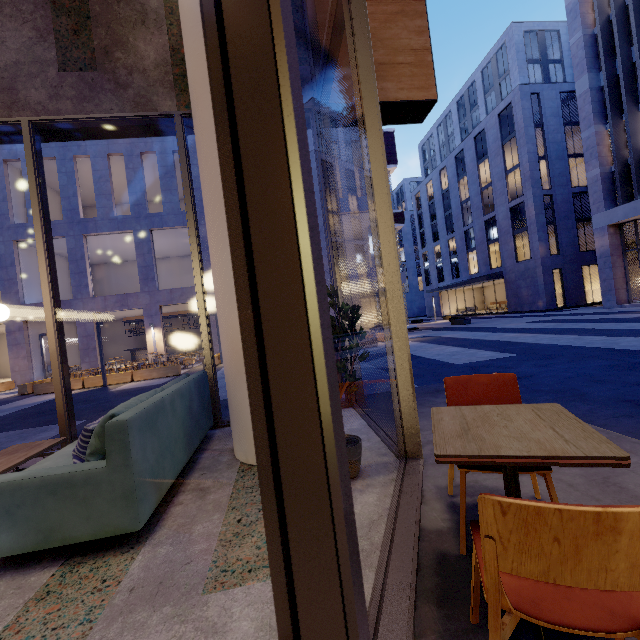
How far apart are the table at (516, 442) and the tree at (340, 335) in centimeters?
76cm

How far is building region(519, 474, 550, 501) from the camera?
2.14m

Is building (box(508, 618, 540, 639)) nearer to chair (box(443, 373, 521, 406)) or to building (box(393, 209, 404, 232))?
chair (box(443, 373, 521, 406))

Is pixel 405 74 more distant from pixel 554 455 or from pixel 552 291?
pixel 552 291

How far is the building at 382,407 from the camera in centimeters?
409cm

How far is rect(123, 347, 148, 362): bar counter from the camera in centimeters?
2573cm

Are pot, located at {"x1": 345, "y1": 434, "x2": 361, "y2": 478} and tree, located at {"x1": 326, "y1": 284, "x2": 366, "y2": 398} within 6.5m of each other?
yes

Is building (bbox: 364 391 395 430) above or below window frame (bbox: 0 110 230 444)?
below
